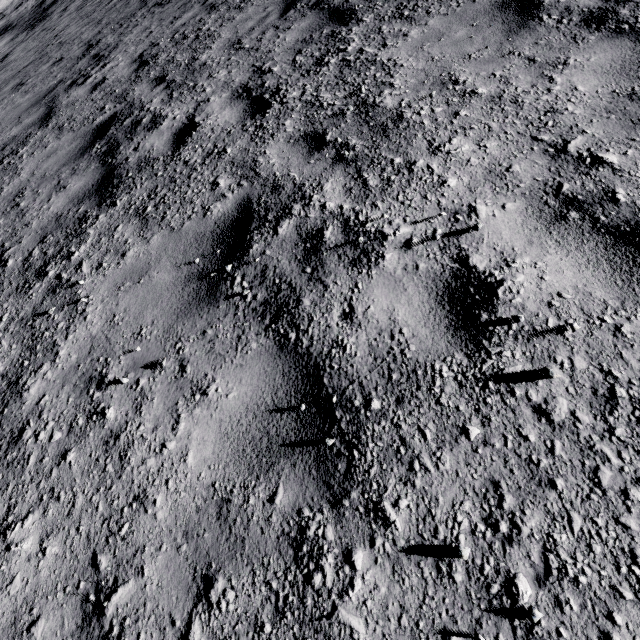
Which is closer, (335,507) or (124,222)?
(335,507)
